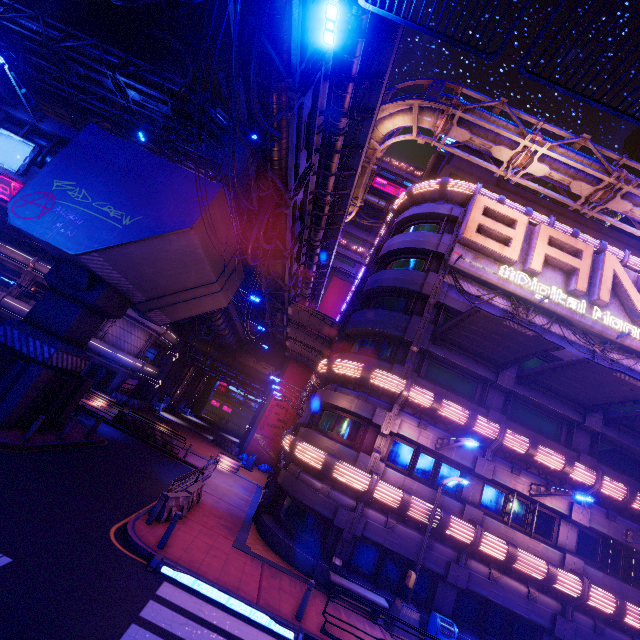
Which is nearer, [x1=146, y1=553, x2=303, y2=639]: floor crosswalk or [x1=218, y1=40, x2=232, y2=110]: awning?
[x1=146, y1=553, x2=303, y2=639]: floor crosswalk

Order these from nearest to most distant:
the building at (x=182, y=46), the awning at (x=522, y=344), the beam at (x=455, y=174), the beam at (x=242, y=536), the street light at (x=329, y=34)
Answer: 1. the street light at (x=329, y=34)
2. the awning at (x=522, y=344)
3. the beam at (x=242, y=536)
4. the beam at (x=455, y=174)
5. the building at (x=182, y=46)

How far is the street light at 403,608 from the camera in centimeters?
1221cm

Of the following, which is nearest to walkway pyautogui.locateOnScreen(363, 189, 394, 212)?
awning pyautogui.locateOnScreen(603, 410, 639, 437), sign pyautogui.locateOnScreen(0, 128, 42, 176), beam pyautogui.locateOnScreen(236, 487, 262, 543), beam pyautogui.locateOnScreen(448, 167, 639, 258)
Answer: beam pyautogui.locateOnScreen(448, 167, 639, 258)

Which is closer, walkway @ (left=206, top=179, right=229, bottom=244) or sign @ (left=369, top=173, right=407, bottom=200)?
walkway @ (left=206, top=179, right=229, bottom=244)

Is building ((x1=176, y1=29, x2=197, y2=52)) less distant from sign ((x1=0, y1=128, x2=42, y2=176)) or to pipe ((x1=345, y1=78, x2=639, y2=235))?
pipe ((x1=345, y1=78, x2=639, y2=235))

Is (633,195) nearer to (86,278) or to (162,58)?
(86,278)

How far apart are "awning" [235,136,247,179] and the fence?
18.0 meters
